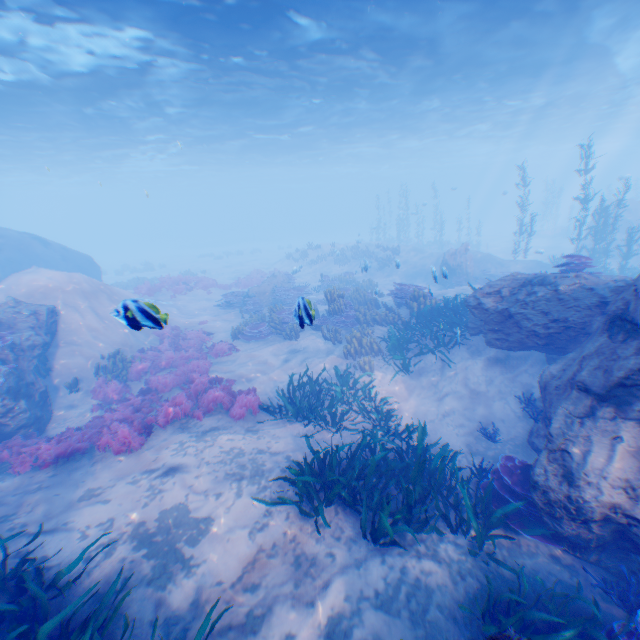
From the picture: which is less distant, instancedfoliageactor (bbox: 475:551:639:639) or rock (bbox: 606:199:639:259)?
instancedfoliageactor (bbox: 475:551:639:639)

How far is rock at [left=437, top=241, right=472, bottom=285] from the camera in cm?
2062

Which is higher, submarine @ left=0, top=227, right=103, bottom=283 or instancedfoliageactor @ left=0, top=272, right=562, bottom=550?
submarine @ left=0, top=227, right=103, bottom=283

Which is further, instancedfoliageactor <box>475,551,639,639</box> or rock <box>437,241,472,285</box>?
rock <box>437,241,472,285</box>

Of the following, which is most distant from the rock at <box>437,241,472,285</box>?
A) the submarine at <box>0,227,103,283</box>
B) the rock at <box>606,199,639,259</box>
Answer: the rock at <box>606,199,639,259</box>

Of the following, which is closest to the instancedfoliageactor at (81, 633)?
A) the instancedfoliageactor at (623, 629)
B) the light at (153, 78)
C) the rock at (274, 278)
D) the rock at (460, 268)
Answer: the instancedfoliageactor at (623, 629)

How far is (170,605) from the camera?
4.61m

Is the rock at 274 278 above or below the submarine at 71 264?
below
